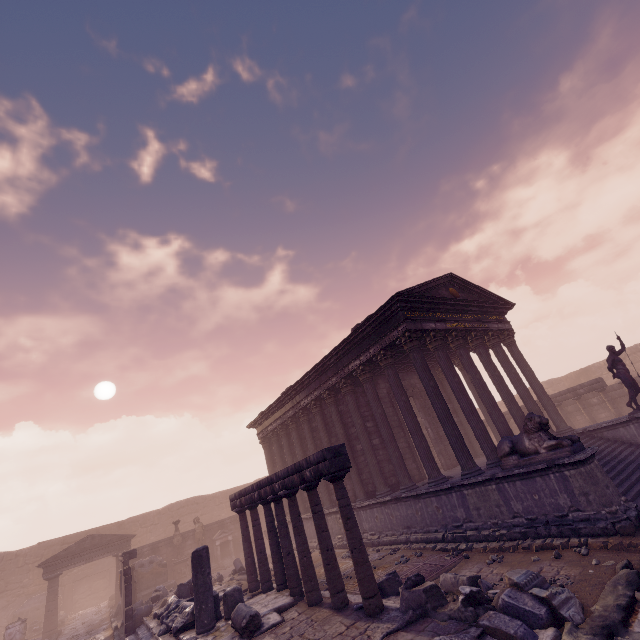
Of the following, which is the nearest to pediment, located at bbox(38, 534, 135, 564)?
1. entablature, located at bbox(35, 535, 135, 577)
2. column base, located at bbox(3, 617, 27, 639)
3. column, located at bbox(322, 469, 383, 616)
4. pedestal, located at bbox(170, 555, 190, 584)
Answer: entablature, located at bbox(35, 535, 135, 577)

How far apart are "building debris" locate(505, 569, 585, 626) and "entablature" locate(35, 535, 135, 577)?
22.9m

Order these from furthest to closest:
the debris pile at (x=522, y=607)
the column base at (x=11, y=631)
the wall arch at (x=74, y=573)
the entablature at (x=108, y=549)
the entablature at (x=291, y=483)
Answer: the wall arch at (x=74, y=573), the entablature at (x=108, y=549), the column base at (x=11, y=631), the entablature at (x=291, y=483), the debris pile at (x=522, y=607)

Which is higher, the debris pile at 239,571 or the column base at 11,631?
the column base at 11,631

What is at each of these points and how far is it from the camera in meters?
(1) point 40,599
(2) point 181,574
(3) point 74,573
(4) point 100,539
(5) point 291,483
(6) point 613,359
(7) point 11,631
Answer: (1) building debris, 21.3 m
(2) pedestal, 19.6 m
(3) wall arch, 23.9 m
(4) pediment, 19.9 m
(5) entablature, 8.4 m
(6) sculpture, 12.2 m
(7) column base, 15.8 m

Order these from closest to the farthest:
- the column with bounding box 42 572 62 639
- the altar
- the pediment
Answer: the column with bounding box 42 572 62 639
the pediment
the altar

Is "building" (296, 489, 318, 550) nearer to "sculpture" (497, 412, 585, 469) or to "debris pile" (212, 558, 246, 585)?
"sculpture" (497, 412, 585, 469)

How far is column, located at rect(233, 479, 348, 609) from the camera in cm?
730
